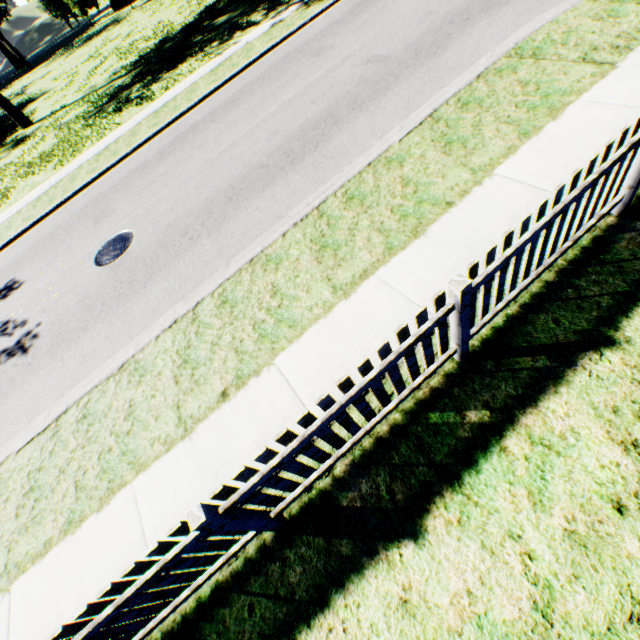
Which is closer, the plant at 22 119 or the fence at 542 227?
the fence at 542 227

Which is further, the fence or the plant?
the plant

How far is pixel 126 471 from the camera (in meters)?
4.03
